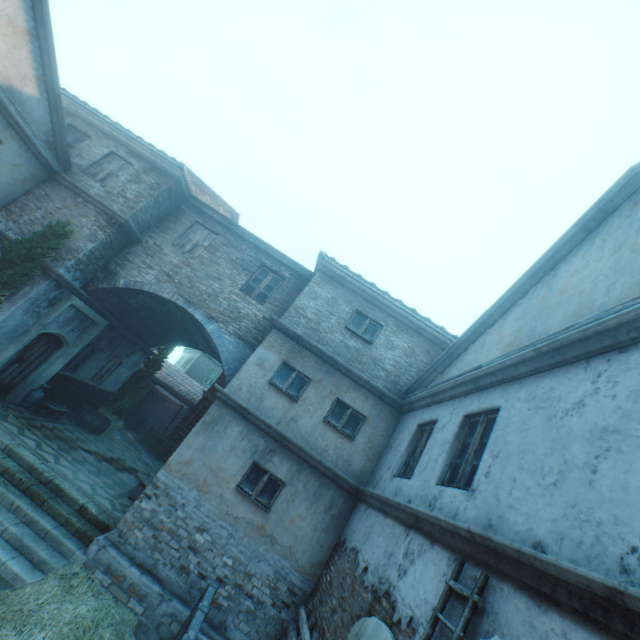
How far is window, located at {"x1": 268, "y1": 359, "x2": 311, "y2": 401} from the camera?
8.9m

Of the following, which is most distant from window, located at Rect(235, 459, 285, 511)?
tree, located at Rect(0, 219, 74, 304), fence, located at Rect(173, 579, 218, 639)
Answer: tree, located at Rect(0, 219, 74, 304)

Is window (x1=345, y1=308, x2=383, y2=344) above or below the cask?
above

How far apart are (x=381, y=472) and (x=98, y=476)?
8.48m

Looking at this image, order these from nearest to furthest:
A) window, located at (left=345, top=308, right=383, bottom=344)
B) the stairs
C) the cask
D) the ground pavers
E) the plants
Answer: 1. the plants
2. the stairs
3. window, located at (left=345, top=308, right=383, bottom=344)
4. the cask
5. the ground pavers

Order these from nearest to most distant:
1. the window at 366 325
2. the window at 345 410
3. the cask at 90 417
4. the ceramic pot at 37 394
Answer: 1. the window at 345 410
2. the window at 366 325
3. the ceramic pot at 37 394
4. the cask at 90 417

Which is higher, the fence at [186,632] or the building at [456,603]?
the building at [456,603]

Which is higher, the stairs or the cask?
the cask
